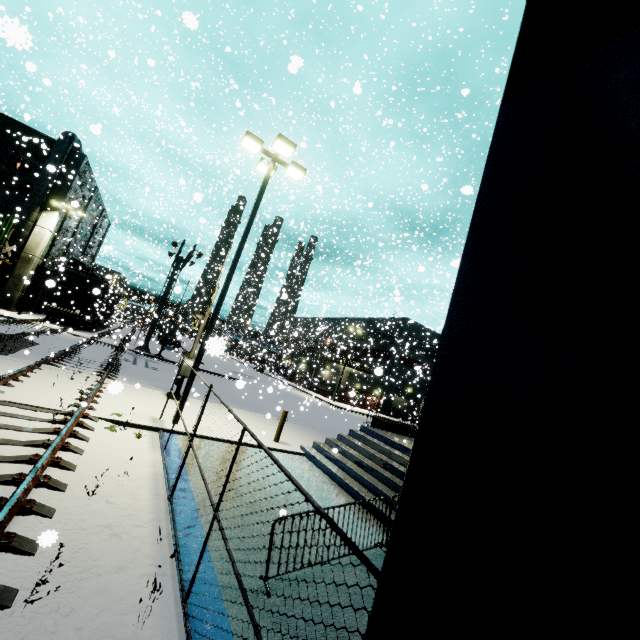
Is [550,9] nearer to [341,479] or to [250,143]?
[341,479]

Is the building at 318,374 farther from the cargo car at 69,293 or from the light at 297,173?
the light at 297,173

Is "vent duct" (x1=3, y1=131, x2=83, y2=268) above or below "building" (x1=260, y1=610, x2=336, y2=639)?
above

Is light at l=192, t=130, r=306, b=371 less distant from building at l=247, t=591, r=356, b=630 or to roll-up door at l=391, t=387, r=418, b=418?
building at l=247, t=591, r=356, b=630

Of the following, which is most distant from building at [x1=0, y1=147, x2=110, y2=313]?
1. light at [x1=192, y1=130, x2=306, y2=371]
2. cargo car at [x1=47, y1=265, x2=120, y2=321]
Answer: light at [x1=192, y1=130, x2=306, y2=371]

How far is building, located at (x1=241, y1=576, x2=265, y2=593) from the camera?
4.28m

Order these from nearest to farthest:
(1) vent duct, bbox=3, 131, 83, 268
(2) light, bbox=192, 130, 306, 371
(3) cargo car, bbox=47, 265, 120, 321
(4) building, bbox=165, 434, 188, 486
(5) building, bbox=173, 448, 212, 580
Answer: (5) building, bbox=173, 448, 212, 580 < (4) building, bbox=165, 434, 188, 486 < (2) light, bbox=192, 130, 306, 371 < (1) vent duct, bbox=3, 131, 83, 268 < (3) cargo car, bbox=47, 265, 120, 321

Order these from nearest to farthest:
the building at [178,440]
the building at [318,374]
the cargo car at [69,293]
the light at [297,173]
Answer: the building at [178,440] → the light at [297,173] → the cargo car at [69,293] → the building at [318,374]
